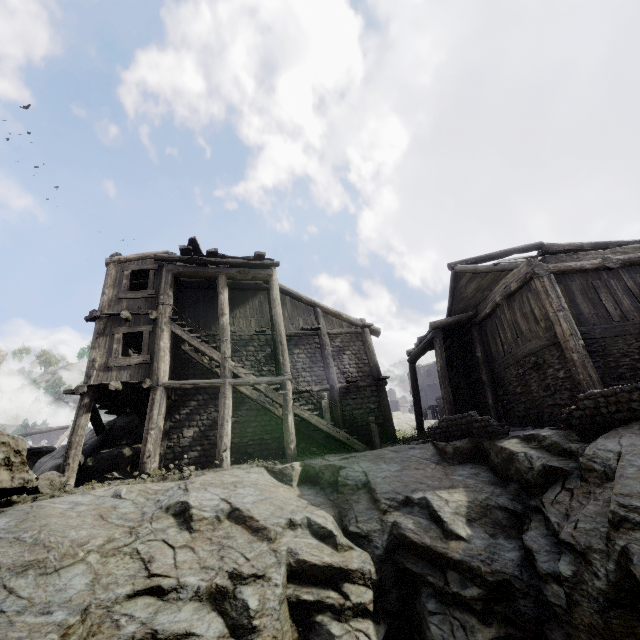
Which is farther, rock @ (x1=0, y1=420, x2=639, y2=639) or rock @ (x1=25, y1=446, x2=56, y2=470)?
rock @ (x1=25, y1=446, x2=56, y2=470)

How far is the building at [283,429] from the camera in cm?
1148

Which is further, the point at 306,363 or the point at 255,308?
the point at 255,308

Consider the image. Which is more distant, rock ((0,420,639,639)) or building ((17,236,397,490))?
building ((17,236,397,490))

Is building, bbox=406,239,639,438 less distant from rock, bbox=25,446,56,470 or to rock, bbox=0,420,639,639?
rock, bbox=0,420,639,639

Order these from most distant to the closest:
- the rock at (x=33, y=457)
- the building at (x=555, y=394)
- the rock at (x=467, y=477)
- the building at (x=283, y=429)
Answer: the rock at (x=33, y=457) < the building at (x=283, y=429) < the building at (x=555, y=394) < the rock at (x=467, y=477)

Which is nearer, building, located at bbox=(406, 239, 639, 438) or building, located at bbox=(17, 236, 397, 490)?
building, located at bbox=(406, 239, 639, 438)

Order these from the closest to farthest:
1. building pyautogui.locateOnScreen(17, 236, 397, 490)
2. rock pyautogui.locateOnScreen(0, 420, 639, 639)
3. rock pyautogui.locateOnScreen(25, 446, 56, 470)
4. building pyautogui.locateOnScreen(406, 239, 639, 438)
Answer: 1. rock pyautogui.locateOnScreen(0, 420, 639, 639)
2. building pyautogui.locateOnScreen(406, 239, 639, 438)
3. building pyautogui.locateOnScreen(17, 236, 397, 490)
4. rock pyautogui.locateOnScreen(25, 446, 56, 470)
